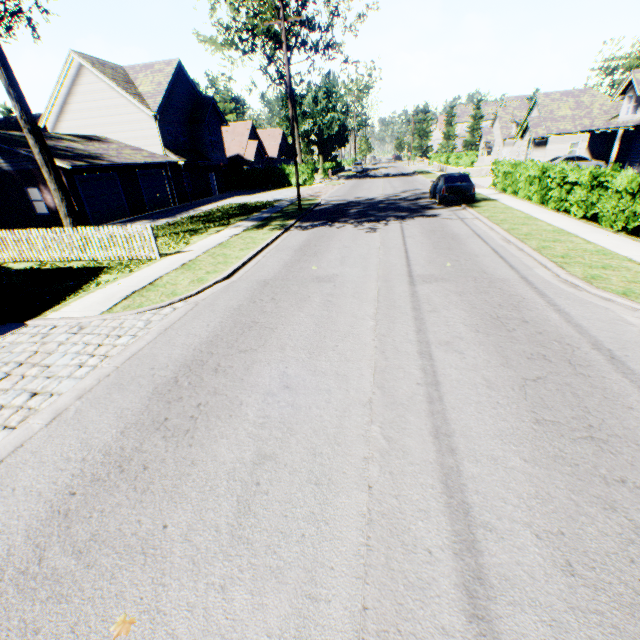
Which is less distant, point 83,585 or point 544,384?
point 83,585

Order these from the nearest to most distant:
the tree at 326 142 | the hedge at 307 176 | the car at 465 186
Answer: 1. the car at 465 186
2. the tree at 326 142
3. the hedge at 307 176

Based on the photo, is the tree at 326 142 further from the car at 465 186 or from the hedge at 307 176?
the car at 465 186

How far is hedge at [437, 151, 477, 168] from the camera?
34.0 meters

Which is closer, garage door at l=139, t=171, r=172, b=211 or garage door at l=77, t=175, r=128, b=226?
garage door at l=77, t=175, r=128, b=226

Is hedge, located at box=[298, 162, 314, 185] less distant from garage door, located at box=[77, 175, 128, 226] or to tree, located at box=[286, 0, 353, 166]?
tree, located at box=[286, 0, 353, 166]

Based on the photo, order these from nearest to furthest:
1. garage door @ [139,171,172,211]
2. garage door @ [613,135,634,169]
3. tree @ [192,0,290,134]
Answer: garage door @ [139,171,172,211]
garage door @ [613,135,634,169]
tree @ [192,0,290,134]

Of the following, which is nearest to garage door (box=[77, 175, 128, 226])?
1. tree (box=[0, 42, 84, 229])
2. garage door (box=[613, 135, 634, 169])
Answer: tree (box=[0, 42, 84, 229])
